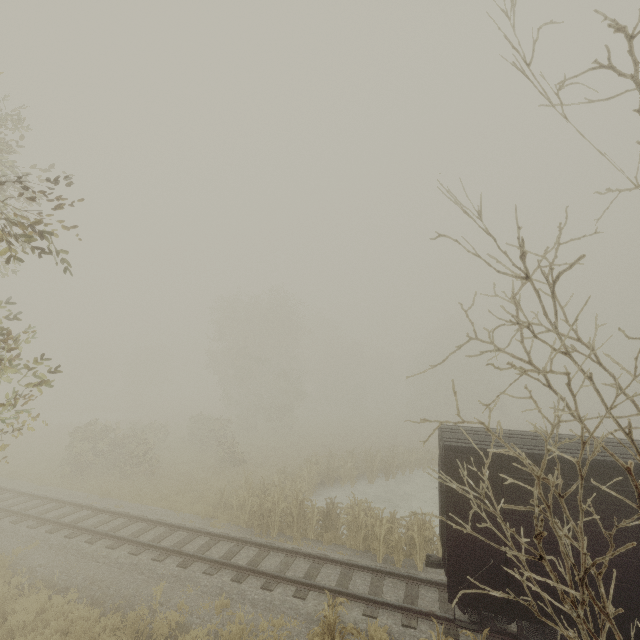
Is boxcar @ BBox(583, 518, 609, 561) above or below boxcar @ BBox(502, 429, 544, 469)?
below

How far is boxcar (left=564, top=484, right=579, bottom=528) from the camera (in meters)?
7.34

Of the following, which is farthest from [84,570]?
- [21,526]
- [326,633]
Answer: [326,633]

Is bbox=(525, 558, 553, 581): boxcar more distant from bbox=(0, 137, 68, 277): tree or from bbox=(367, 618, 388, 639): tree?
bbox=(0, 137, 68, 277): tree

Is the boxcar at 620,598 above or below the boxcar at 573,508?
below

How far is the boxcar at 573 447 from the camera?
7.66m
